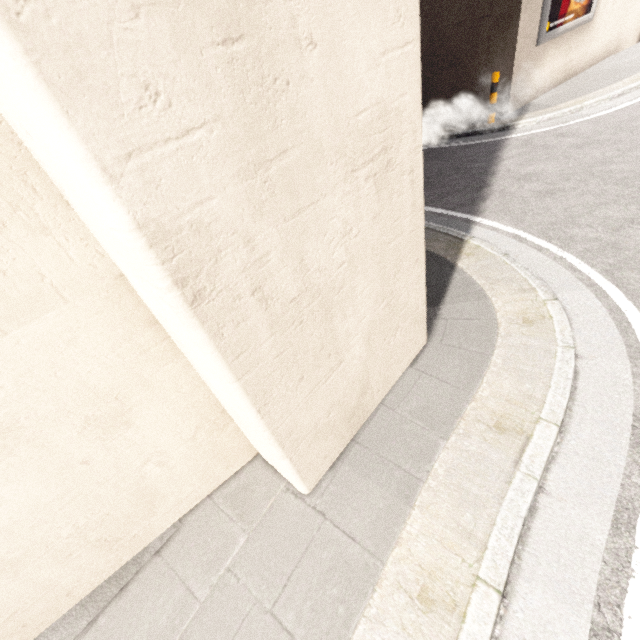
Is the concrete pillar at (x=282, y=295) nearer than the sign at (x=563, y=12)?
Yes

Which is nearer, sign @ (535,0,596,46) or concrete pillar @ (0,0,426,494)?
concrete pillar @ (0,0,426,494)

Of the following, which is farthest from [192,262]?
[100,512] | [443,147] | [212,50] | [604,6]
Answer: [604,6]
